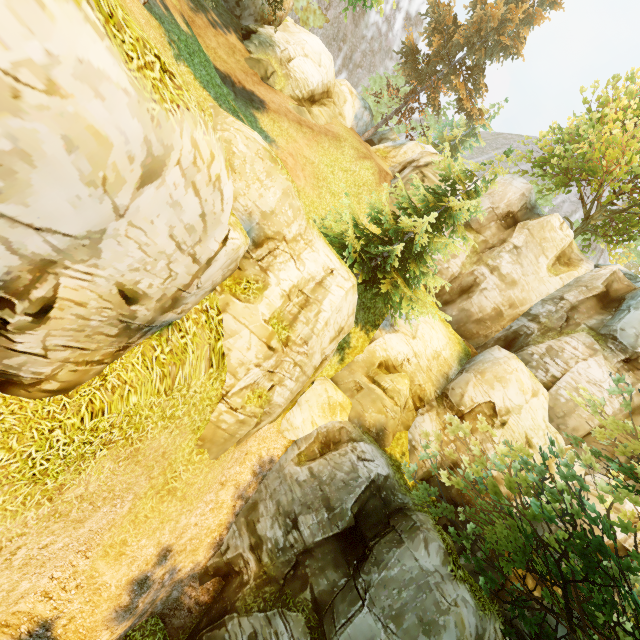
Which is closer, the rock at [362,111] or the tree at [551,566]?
the tree at [551,566]

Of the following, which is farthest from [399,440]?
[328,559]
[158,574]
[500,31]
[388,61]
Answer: [388,61]

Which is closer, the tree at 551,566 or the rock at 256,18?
the tree at 551,566

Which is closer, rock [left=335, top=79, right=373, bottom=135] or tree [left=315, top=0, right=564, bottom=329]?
tree [left=315, top=0, right=564, bottom=329]

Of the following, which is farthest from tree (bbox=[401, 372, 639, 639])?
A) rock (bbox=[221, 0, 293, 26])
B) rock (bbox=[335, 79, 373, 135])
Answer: rock (bbox=[221, 0, 293, 26])

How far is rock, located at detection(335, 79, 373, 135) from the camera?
27.5m

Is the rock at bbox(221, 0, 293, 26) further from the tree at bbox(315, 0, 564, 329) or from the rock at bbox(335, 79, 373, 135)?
the rock at bbox(335, 79, 373, 135)
